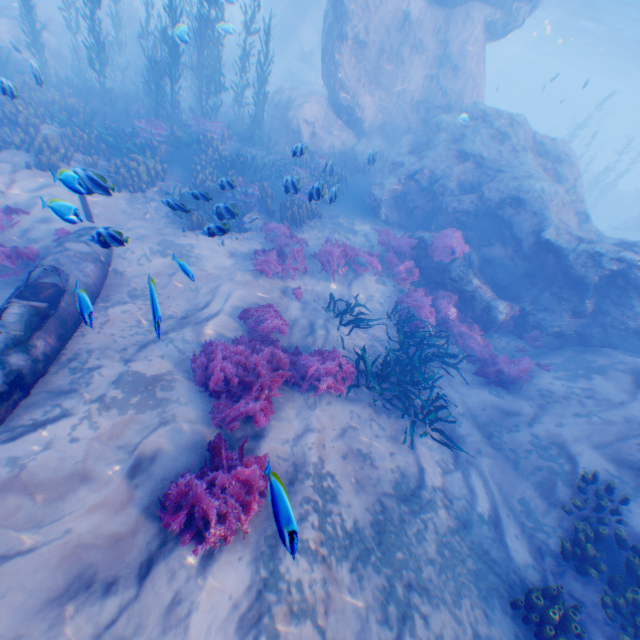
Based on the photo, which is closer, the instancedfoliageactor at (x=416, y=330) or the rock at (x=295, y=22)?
the instancedfoliageactor at (x=416, y=330)

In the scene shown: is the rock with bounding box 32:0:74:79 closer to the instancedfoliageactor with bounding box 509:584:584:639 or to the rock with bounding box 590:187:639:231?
the rock with bounding box 590:187:639:231

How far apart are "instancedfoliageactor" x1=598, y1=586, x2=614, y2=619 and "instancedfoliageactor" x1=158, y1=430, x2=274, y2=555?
5.09m

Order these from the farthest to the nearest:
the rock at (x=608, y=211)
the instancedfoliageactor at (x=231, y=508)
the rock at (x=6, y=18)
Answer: the rock at (x=608, y=211)
the rock at (x=6, y=18)
the instancedfoliageactor at (x=231, y=508)

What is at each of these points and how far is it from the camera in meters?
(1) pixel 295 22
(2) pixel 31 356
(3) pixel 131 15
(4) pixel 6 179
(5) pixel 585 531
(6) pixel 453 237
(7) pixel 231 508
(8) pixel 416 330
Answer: (1) rock, 26.9
(2) plane, 5.1
(3) rock, 22.1
(4) rock, 9.0
(5) instancedfoliageactor, 5.6
(6) instancedfoliageactor, 10.9
(7) instancedfoliageactor, 4.1
(8) instancedfoliageactor, 9.7

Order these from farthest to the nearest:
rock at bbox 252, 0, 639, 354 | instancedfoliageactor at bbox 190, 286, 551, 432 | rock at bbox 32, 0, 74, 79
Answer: rock at bbox 32, 0, 74, 79 < rock at bbox 252, 0, 639, 354 < instancedfoliageactor at bbox 190, 286, 551, 432
